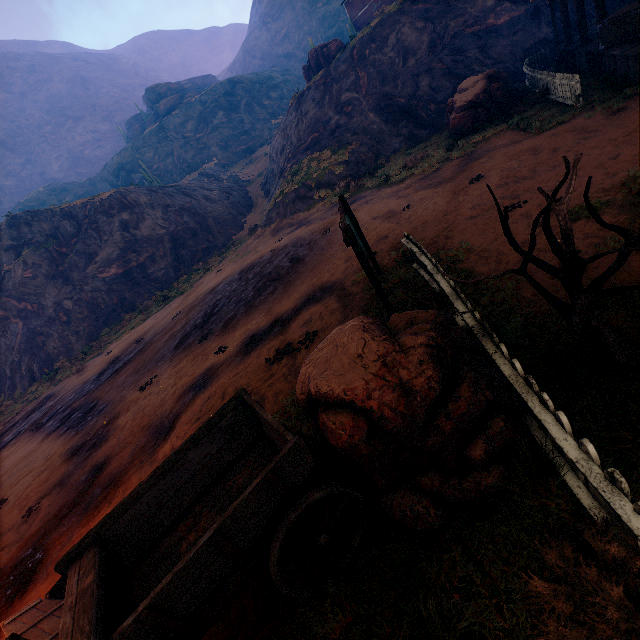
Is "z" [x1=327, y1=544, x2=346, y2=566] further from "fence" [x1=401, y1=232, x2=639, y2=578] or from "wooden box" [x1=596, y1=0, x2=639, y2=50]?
"wooden box" [x1=596, y1=0, x2=639, y2=50]

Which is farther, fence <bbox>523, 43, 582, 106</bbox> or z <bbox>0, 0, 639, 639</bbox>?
fence <bbox>523, 43, 582, 106</bbox>

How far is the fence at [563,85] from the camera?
10.97m

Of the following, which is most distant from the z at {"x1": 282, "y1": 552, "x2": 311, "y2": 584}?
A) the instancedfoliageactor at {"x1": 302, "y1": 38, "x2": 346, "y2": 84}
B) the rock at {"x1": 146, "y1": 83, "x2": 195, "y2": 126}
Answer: the instancedfoliageactor at {"x1": 302, "y1": 38, "x2": 346, "y2": 84}

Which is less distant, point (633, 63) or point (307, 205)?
point (633, 63)

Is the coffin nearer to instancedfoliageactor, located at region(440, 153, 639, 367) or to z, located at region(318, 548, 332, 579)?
z, located at region(318, 548, 332, 579)

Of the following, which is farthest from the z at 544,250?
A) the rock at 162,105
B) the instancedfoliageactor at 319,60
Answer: the instancedfoliageactor at 319,60

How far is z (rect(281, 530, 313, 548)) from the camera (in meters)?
4.00
